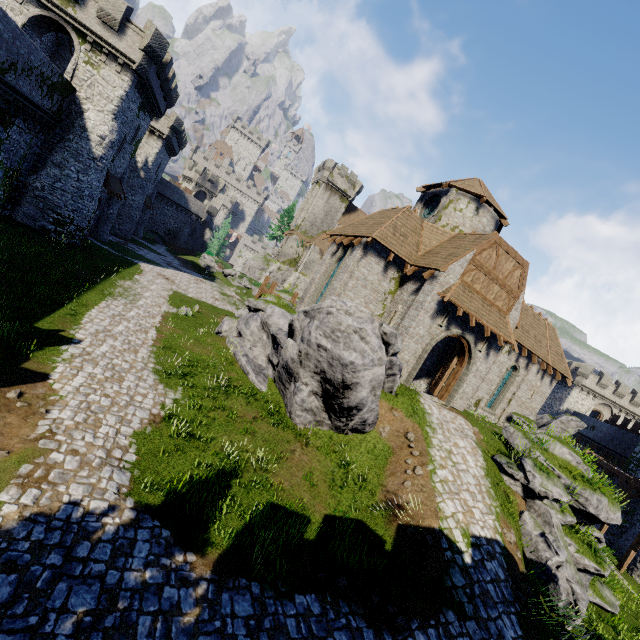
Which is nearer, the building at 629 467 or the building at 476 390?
the building at 476 390

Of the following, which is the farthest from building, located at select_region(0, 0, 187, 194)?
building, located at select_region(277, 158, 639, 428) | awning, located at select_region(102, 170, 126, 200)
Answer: building, located at select_region(277, 158, 639, 428)

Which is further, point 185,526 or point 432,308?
point 432,308

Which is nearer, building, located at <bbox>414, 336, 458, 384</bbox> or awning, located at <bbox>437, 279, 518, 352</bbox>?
awning, located at <bbox>437, 279, 518, 352</bbox>

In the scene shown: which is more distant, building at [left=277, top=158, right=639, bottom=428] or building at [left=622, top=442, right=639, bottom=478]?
building at [left=622, top=442, right=639, bottom=478]

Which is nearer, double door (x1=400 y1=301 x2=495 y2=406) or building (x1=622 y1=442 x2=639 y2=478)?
double door (x1=400 y1=301 x2=495 y2=406)

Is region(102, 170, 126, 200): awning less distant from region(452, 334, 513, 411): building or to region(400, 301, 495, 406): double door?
region(452, 334, 513, 411): building

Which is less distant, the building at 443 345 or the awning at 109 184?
the building at 443 345
